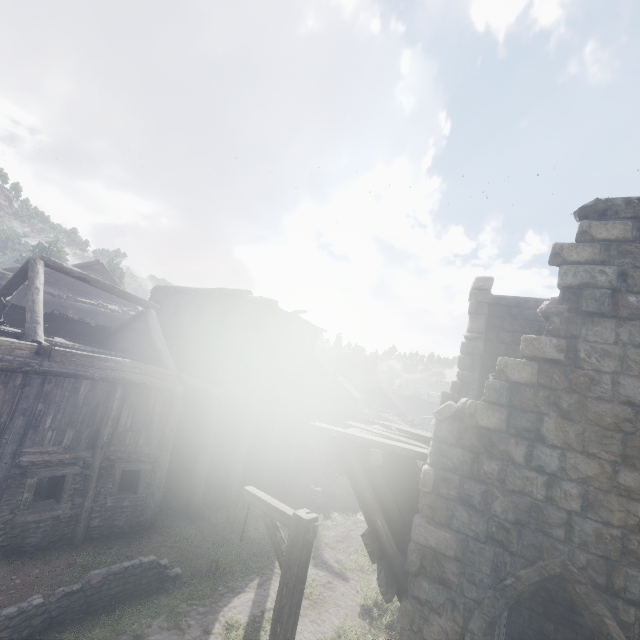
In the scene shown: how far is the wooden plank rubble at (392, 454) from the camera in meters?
5.7

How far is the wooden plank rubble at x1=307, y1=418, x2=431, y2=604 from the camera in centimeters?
570cm

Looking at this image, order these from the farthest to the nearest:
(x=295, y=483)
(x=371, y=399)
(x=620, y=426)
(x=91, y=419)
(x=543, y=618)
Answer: (x=371, y=399) < (x=295, y=483) < (x=91, y=419) < (x=543, y=618) < (x=620, y=426)

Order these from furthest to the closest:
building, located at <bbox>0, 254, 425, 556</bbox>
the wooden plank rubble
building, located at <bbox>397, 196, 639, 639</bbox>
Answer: building, located at <bbox>0, 254, 425, 556</bbox>, the wooden plank rubble, building, located at <bbox>397, 196, 639, 639</bbox>

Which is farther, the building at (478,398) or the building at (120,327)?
the building at (120,327)

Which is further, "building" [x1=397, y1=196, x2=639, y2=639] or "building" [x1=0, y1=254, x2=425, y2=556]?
"building" [x1=0, y1=254, x2=425, y2=556]

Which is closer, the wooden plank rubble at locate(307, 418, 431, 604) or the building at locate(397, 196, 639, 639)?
the building at locate(397, 196, 639, 639)
